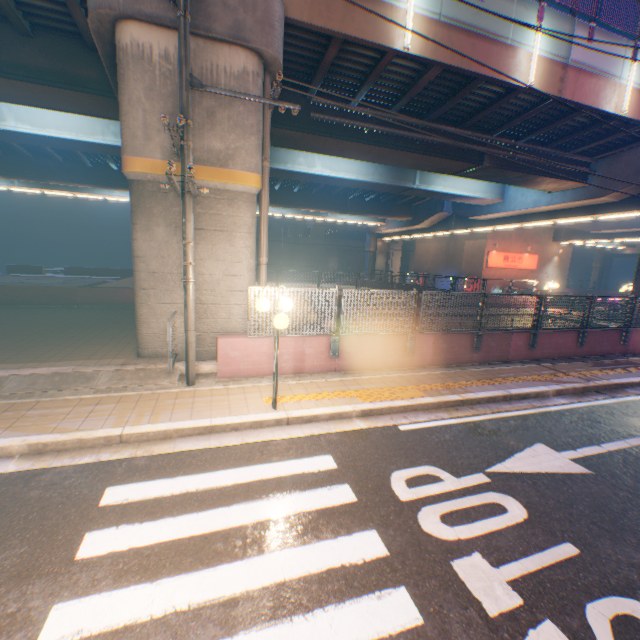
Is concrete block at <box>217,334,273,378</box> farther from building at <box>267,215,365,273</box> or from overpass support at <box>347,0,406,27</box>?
building at <box>267,215,365,273</box>

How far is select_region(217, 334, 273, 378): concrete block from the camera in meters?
7.6 m

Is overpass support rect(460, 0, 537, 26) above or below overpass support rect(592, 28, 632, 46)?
below

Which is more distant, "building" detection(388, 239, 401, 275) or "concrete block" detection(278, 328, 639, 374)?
"building" detection(388, 239, 401, 275)

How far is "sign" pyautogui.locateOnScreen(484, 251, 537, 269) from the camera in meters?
32.6

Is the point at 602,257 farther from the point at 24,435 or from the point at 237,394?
the point at 24,435

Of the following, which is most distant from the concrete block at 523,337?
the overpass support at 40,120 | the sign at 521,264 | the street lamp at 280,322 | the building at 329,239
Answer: the building at 329,239

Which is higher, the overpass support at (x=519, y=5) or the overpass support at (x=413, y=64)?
the overpass support at (x=519, y=5)
